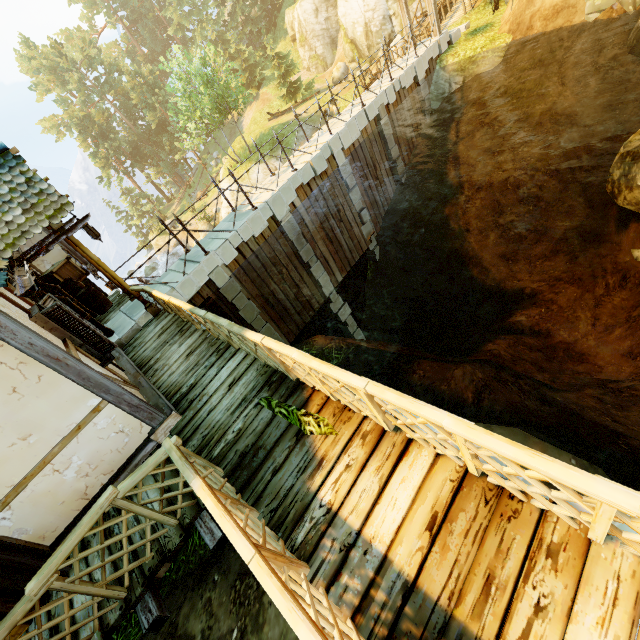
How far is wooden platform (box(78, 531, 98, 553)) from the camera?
4.4m

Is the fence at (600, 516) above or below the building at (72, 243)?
below

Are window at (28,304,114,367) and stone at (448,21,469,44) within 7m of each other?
no

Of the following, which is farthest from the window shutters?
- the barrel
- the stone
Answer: the stone

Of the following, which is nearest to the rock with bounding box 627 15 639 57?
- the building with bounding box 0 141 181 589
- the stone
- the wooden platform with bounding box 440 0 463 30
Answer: the stone

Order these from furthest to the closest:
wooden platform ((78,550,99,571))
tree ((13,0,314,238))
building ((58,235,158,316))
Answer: tree ((13,0,314,238)) → building ((58,235,158,316)) → wooden platform ((78,550,99,571))

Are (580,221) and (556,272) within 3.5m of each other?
yes

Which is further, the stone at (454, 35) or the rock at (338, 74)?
the rock at (338, 74)
